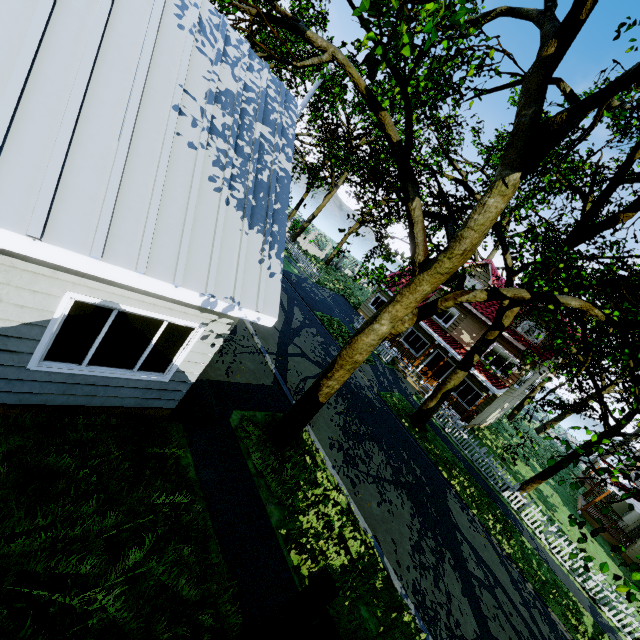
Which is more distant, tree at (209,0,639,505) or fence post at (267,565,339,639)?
tree at (209,0,639,505)

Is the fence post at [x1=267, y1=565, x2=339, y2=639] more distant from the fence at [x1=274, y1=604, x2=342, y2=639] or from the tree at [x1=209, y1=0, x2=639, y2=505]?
the tree at [x1=209, y1=0, x2=639, y2=505]

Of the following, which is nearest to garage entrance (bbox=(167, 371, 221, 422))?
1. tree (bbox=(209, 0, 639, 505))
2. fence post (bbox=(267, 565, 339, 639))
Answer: tree (bbox=(209, 0, 639, 505))

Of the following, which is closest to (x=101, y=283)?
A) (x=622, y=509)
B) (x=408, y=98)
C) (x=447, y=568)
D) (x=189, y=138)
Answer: (x=189, y=138)

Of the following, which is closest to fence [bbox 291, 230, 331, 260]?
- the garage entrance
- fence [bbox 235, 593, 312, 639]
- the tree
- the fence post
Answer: the tree

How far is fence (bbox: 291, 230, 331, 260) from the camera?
35.7 meters

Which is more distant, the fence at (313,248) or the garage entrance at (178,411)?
the fence at (313,248)

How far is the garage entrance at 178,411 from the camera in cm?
676
